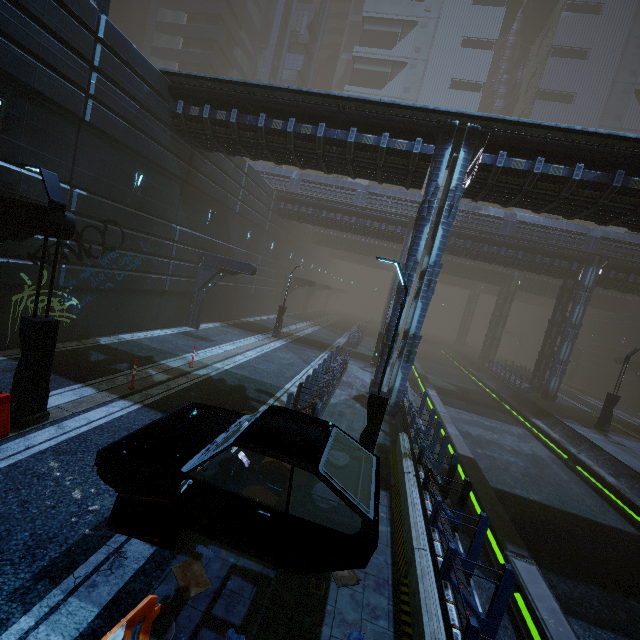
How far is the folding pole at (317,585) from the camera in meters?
5.1 m

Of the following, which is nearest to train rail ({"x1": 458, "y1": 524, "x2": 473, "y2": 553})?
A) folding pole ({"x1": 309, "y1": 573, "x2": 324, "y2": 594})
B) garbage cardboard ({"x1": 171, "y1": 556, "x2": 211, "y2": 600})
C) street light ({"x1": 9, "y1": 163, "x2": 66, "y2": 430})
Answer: folding pole ({"x1": 309, "y1": 573, "x2": 324, "y2": 594})

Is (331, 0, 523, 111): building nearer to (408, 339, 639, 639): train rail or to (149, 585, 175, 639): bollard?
(408, 339, 639, 639): train rail

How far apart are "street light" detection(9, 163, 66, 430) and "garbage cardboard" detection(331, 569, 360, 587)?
7.0 meters

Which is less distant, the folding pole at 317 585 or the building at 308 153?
the folding pole at 317 585

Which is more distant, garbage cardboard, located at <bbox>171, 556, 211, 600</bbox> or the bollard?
garbage cardboard, located at <bbox>171, 556, 211, 600</bbox>

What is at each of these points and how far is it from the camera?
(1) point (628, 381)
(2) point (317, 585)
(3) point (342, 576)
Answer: (1) building, 34.69m
(2) folding pole, 5.09m
(3) garbage cardboard, 5.43m

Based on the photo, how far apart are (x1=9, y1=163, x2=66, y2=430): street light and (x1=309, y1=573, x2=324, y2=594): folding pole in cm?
689
